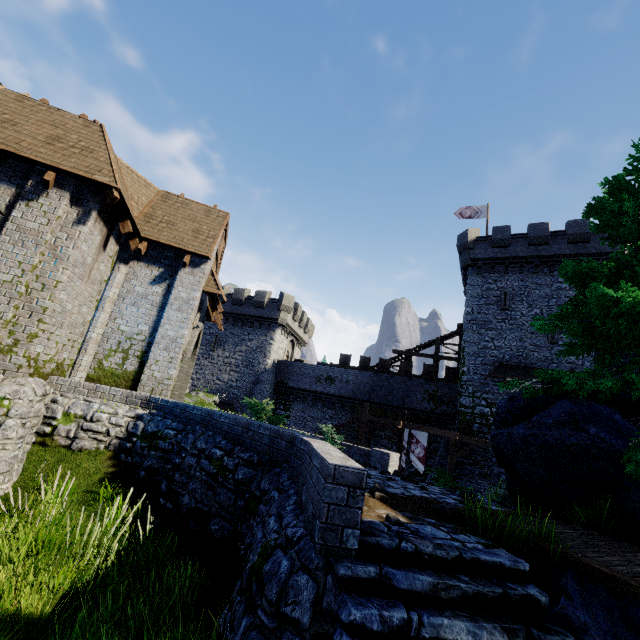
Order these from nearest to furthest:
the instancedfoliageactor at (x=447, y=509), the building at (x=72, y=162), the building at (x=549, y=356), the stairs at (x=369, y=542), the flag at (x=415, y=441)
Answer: the stairs at (x=369, y=542), the instancedfoliageactor at (x=447, y=509), the building at (x=72, y=162), the flag at (x=415, y=441), the building at (x=549, y=356)

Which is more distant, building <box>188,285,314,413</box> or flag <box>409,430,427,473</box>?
building <box>188,285,314,413</box>

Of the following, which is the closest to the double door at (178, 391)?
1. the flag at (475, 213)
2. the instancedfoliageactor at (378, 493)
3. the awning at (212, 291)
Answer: the awning at (212, 291)

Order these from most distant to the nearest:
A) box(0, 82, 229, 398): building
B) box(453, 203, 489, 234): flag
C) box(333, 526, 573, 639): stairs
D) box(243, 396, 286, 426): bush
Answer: box(453, 203, 489, 234): flag
box(243, 396, 286, 426): bush
box(0, 82, 229, 398): building
box(333, 526, 573, 639): stairs

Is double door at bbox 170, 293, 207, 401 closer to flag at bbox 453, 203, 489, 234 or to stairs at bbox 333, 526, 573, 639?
stairs at bbox 333, 526, 573, 639

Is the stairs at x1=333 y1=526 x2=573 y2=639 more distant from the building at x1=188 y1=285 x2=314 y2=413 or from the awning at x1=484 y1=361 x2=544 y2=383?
the building at x1=188 y1=285 x2=314 y2=413

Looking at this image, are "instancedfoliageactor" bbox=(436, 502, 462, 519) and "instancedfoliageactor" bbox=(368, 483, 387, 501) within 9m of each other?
yes

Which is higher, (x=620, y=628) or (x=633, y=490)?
(x=633, y=490)
